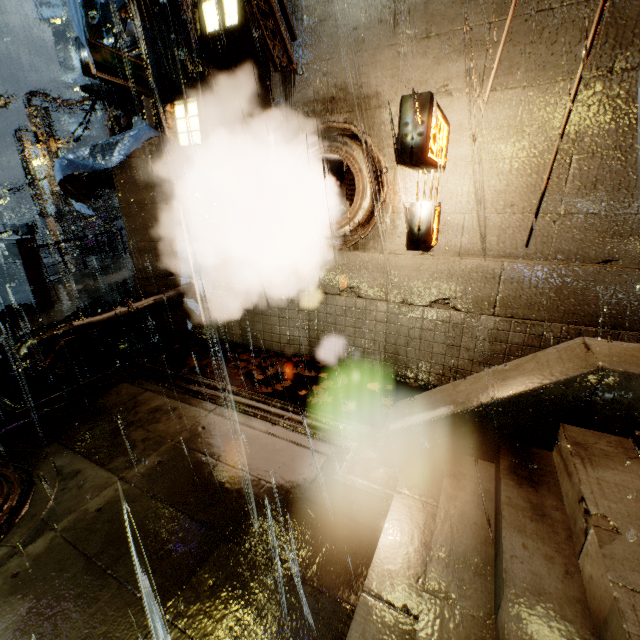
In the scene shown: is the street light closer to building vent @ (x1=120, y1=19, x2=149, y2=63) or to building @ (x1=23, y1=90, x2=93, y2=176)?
building @ (x1=23, y1=90, x2=93, y2=176)

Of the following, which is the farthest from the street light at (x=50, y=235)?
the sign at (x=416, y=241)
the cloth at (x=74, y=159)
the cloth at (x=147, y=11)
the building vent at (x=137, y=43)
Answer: the sign at (x=416, y=241)

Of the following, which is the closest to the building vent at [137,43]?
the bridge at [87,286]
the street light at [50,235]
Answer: the bridge at [87,286]

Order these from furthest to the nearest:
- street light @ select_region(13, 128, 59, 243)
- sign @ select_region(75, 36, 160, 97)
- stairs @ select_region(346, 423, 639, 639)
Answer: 1. street light @ select_region(13, 128, 59, 243)
2. sign @ select_region(75, 36, 160, 97)
3. stairs @ select_region(346, 423, 639, 639)

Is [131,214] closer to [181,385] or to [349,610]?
[181,385]

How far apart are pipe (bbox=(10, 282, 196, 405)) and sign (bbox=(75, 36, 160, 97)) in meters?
4.9

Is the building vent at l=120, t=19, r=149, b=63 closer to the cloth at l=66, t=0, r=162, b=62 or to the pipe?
the cloth at l=66, t=0, r=162, b=62

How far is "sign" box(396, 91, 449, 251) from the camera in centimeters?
424cm
